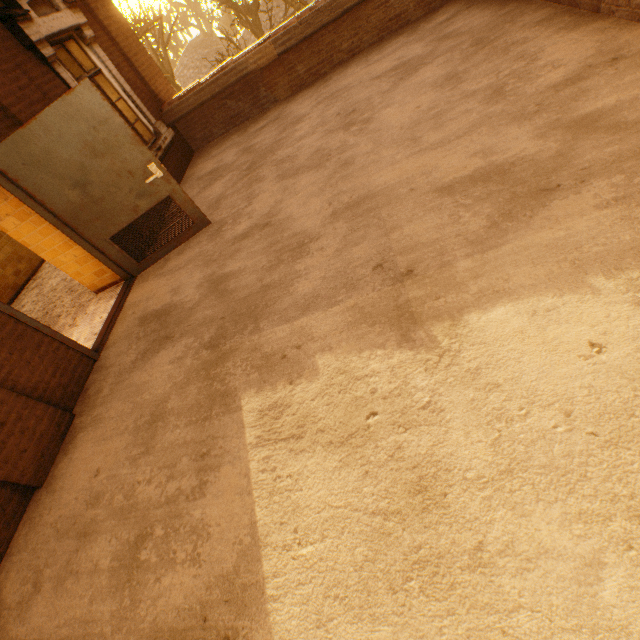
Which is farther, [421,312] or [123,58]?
[123,58]

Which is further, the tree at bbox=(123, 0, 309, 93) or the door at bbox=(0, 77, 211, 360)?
the tree at bbox=(123, 0, 309, 93)

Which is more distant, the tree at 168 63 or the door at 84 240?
the tree at 168 63
